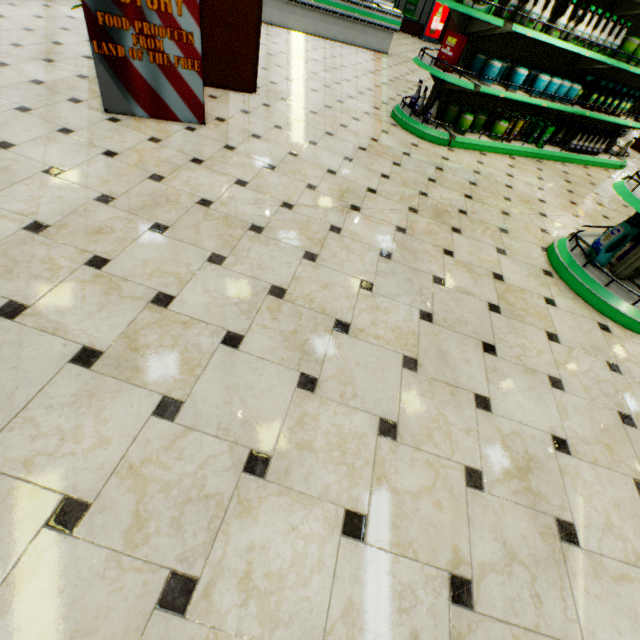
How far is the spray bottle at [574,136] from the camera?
5.3m

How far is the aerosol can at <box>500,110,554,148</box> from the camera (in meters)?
4.77

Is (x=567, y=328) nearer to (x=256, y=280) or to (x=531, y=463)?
(x=531, y=463)

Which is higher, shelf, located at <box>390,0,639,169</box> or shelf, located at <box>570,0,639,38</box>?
shelf, located at <box>570,0,639,38</box>

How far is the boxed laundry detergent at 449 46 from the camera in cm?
390

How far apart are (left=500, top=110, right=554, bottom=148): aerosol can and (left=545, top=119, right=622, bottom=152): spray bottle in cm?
106

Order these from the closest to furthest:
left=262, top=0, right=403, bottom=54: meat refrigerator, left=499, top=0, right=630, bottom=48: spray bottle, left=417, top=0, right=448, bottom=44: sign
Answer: left=499, top=0, right=630, bottom=48: spray bottle, left=262, top=0, right=403, bottom=54: meat refrigerator, left=417, top=0, right=448, bottom=44: sign

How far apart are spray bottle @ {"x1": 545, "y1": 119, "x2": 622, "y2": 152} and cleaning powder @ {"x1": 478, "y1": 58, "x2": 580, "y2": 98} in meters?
1.0
